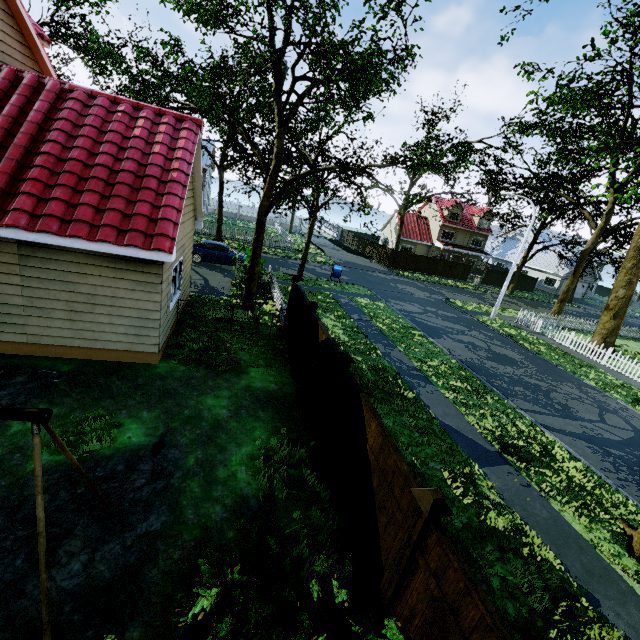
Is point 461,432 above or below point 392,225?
below

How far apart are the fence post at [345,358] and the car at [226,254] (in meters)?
17.07

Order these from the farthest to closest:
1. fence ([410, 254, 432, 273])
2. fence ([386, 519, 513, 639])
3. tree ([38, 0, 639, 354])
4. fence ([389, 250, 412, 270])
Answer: fence ([410, 254, 432, 273]) < fence ([389, 250, 412, 270]) < tree ([38, 0, 639, 354]) < fence ([386, 519, 513, 639])

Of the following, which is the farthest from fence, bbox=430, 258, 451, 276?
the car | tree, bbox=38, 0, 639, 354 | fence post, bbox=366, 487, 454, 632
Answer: the car

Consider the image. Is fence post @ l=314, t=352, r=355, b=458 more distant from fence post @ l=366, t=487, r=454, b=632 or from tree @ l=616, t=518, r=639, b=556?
tree @ l=616, t=518, r=639, b=556

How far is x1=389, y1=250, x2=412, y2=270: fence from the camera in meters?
37.9 m

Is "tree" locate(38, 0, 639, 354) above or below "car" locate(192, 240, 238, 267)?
above

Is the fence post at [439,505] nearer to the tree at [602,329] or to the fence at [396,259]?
the fence at [396,259]
